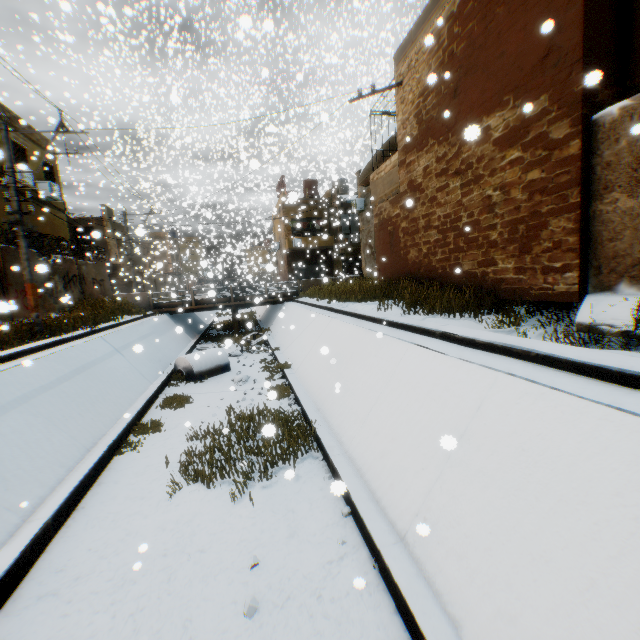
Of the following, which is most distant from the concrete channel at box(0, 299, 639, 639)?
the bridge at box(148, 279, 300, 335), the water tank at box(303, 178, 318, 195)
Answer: the water tank at box(303, 178, 318, 195)

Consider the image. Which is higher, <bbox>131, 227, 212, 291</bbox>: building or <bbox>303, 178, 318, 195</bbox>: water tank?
<bbox>303, 178, 318, 195</bbox>: water tank

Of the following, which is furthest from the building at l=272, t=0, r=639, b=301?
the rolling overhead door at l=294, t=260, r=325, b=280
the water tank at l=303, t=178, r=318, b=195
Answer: the water tank at l=303, t=178, r=318, b=195

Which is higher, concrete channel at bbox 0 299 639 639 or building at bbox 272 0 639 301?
building at bbox 272 0 639 301

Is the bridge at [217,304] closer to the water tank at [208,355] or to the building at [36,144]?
the building at [36,144]

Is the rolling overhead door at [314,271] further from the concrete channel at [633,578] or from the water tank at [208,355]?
the water tank at [208,355]

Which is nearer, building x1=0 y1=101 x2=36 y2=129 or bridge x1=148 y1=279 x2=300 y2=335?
building x1=0 y1=101 x2=36 y2=129

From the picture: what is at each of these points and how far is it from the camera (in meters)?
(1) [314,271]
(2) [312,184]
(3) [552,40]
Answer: (1) rolling overhead door, 34.03
(2) water tank, 33.88
(3) building, 5.49
